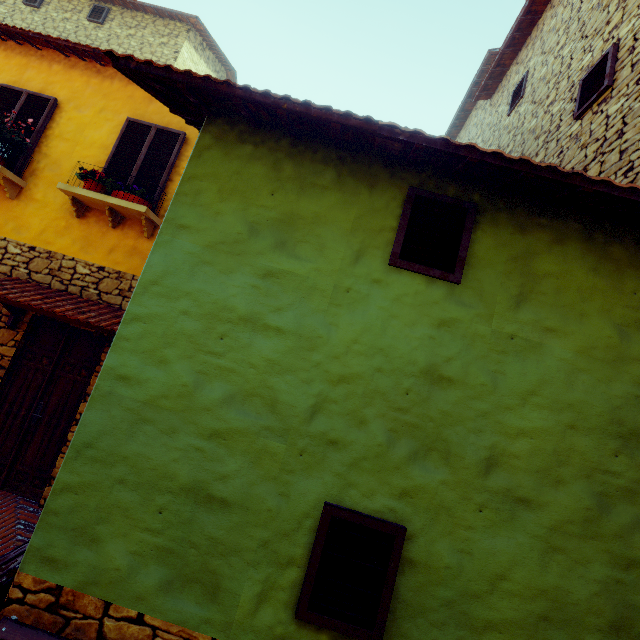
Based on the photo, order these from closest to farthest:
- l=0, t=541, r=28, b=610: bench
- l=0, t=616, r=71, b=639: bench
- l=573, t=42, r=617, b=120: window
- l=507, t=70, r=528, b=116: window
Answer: l=0, t=616, r=71, b=639: bench → l=0, t=541, r=28, b=610: bench → l=573, t=42, r=617, b=120: window → l=507, t=70, r=528, b=116: window

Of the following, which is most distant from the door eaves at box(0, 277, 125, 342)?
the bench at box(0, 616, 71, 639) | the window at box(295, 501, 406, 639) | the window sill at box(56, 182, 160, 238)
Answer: the window at box(295, 501, 406, 639)

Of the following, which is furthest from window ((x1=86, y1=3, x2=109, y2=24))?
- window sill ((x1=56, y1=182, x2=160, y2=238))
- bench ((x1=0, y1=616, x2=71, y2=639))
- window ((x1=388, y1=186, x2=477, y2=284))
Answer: bench ((x1=0, y1=616, x2=71, y2=639))

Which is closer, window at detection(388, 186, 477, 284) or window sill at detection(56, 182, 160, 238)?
window at detection(388, 186, 477, 284)

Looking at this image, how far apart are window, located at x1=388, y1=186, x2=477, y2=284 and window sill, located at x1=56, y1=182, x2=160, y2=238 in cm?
424

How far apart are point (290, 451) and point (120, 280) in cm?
461

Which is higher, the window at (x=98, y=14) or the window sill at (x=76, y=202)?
the window at (x=98, y=14)

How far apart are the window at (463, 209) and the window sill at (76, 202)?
4.24m
